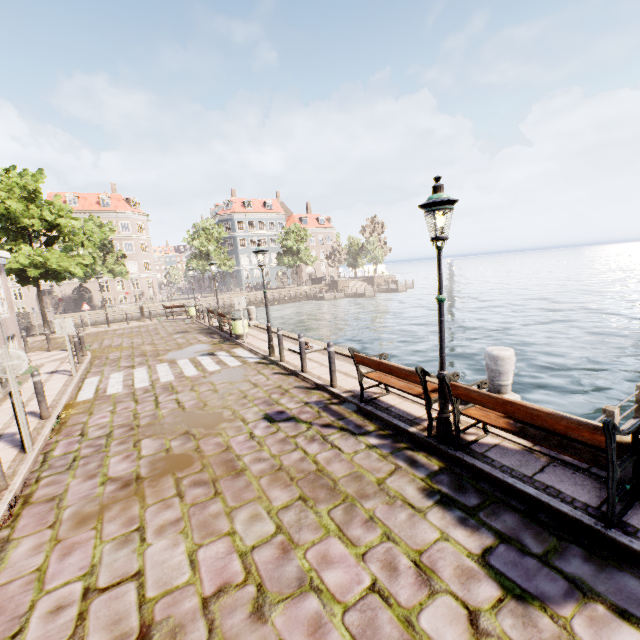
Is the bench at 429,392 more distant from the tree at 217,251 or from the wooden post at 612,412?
the tree at 217,251

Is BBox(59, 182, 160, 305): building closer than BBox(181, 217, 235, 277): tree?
No

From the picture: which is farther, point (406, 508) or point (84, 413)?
point (84, 413)

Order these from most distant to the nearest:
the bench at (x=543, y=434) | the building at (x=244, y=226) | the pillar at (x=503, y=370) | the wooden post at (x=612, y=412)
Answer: the building at (x=244, y=226) → the wooden post at (x=612, y=412) → the pillar at (x=503, y=370) → the bench at (x=543, y=434)

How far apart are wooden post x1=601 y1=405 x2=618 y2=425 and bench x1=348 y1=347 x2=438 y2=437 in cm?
413

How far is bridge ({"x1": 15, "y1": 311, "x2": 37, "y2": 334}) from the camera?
29.1m

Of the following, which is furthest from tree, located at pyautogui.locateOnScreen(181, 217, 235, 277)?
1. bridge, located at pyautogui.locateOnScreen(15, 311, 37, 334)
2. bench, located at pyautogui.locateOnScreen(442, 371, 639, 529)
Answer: bench, located at pyautogui.locateOnScreen(442, 371, 639, 529)

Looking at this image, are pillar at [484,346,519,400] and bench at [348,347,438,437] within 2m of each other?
yes
